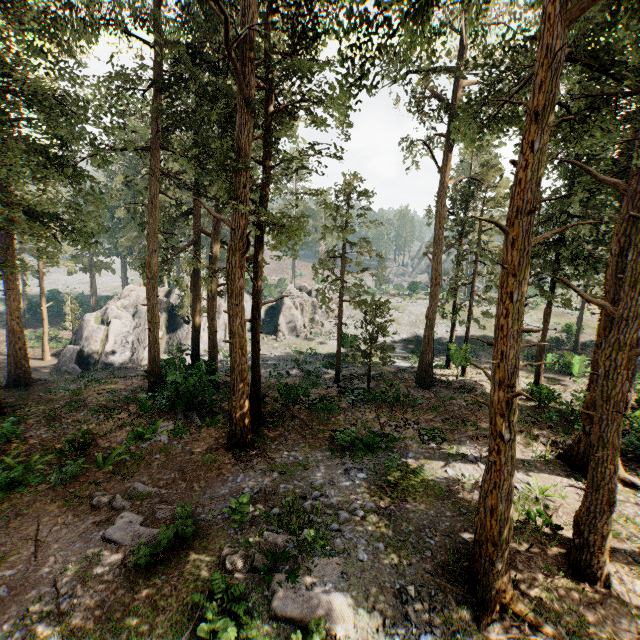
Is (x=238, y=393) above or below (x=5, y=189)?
below

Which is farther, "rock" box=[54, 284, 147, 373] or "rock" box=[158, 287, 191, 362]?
"rock" box=[54, 284, 147, 373]

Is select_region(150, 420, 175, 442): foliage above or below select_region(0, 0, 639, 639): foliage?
below

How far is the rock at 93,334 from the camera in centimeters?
Result: 3039cm

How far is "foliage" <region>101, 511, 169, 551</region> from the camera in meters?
9.2 m

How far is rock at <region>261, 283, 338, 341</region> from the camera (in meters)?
40.41

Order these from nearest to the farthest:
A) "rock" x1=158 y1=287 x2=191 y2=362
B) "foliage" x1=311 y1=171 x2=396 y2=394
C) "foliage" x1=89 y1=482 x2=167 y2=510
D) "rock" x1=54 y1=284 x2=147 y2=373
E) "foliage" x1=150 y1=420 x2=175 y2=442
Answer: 1. "foliage" x1=89 y1=482 x2=167 y2=510
2. "foliage" x1=150 y1=420 x2=175 y2=442
3. "foliage" x1=311 y1=171 x2=396 y2=394
4. "rock" x1=158 y1=287 x2=191 y2=362
5. "rock" x1=54 y1=284 x2=147 y2=373

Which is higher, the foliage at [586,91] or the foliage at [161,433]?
the foliage at [586,91]
